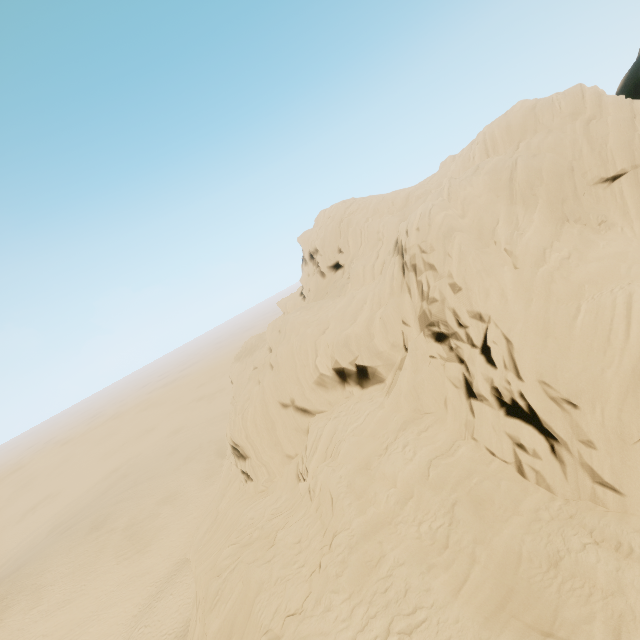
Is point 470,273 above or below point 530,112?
below
